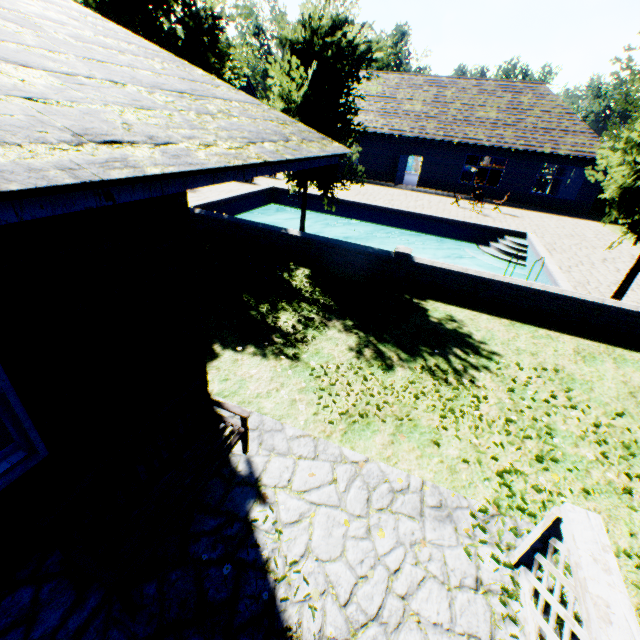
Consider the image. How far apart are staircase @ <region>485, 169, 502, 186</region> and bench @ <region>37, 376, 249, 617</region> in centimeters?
3168cm

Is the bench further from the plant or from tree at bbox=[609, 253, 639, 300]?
tree at bbox=[609, 253, 639, 300]

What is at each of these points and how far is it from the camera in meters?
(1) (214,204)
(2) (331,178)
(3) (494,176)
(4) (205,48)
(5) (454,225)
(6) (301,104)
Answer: (1) swimming pool, 15.5 m
(2) tree, 10.2 m
(3) staircase, 29.2 m
(4) tree, 10.0 m
(5) swimming pool, 17.1 m
(6) tree, 8.0 m

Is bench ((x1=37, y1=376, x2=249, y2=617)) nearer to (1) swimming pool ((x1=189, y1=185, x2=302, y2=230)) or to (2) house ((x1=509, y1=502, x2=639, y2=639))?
(2) house ((x1=509, y1=502, x2=639, y2=639))

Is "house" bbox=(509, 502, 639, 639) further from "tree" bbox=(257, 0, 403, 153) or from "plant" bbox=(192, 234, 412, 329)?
"tree" bbox=(257, 0, 403, 153)

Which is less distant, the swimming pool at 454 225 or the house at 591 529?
the house at 591 529

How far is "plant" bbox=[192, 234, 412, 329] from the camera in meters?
7.3 m

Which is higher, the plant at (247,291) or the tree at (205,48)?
the tree at (205,48)
